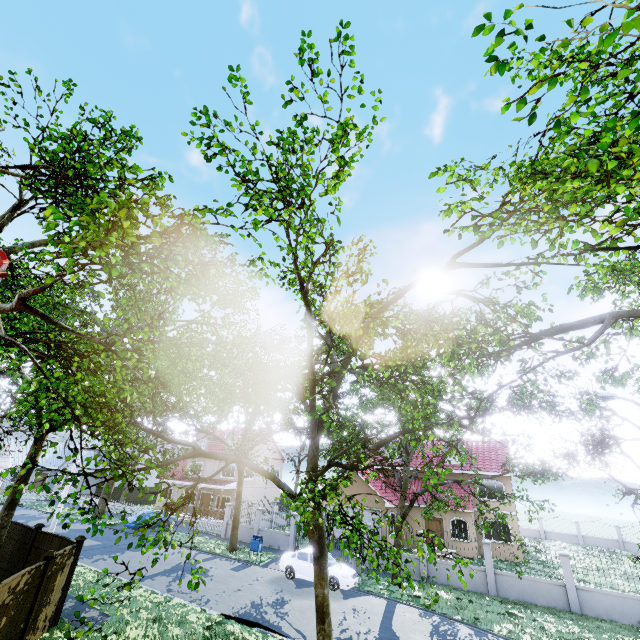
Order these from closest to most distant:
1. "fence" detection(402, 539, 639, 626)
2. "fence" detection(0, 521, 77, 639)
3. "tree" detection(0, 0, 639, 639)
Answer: "tree" detection(0, 0, 639, 639), "fence" detection(0, 521, 77, 639), "fence" detection(402, 539, 639, 626)

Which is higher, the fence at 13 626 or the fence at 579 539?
the fence at 13 626

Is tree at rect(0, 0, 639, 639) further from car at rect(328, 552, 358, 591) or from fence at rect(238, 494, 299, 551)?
car at rect(328, 552, 358, 591)

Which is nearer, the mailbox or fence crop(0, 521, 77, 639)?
fence crop(0, 521, 77, 639)

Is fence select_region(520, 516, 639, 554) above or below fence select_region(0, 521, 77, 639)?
below

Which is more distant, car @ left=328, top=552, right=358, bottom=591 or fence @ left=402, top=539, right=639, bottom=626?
car @ left=328, top=552, right=358, bottom=591

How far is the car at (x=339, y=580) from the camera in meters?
16.8

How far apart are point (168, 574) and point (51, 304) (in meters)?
15.33
